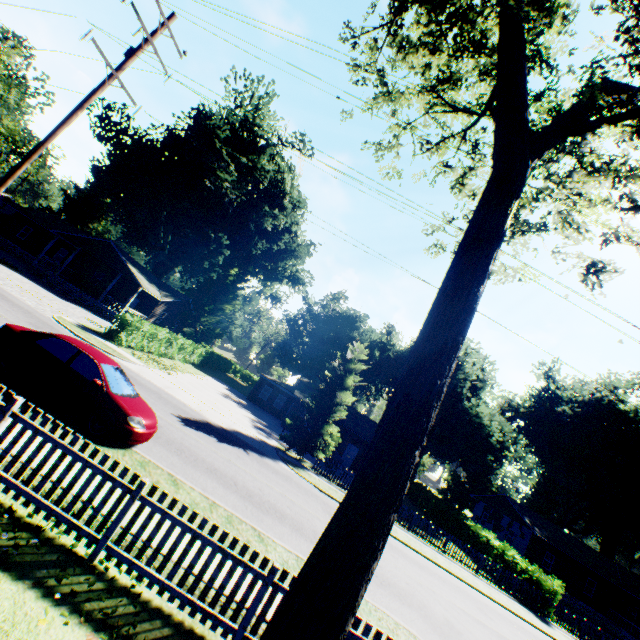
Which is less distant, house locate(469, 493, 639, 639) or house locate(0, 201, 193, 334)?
house locate(0, 201, 193, 334)

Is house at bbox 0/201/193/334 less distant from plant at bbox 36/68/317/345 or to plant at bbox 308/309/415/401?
plant at bbox 308/309/415/401

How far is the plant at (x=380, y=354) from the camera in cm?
4603

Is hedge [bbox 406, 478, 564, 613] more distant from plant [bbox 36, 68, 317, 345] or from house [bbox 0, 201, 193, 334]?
house [bbox 0, 201, 193, 334]

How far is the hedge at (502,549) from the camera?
20.71m

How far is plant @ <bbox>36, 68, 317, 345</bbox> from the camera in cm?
3391

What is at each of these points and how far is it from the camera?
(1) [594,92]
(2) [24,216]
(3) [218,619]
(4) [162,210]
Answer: (1) tree, 5.1m
(2) house, 37.2m
(3) fence, 4.9m
(4) plant, 33.0m

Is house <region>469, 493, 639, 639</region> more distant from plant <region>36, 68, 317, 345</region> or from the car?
the car
